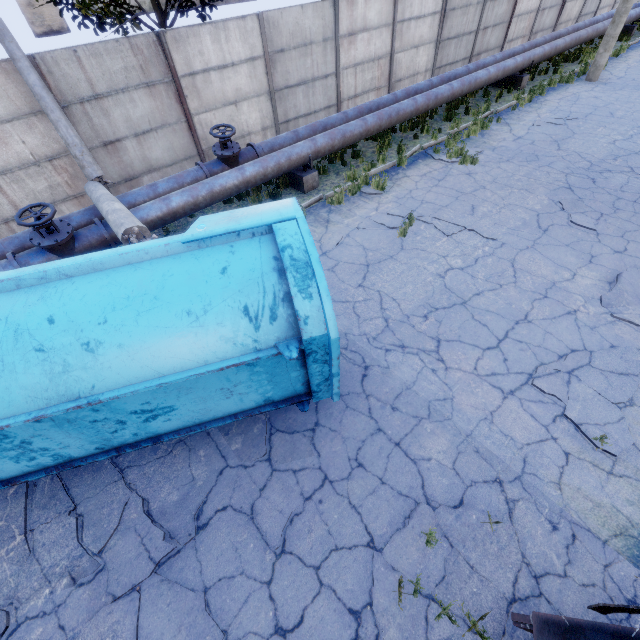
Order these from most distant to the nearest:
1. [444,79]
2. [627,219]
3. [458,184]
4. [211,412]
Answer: [444,79]
[458,184]
[627,219]
[211,412]

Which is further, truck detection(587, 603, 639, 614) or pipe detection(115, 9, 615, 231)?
pipe detection(115, 9, 615, 231)

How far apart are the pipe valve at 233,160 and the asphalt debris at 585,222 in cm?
801

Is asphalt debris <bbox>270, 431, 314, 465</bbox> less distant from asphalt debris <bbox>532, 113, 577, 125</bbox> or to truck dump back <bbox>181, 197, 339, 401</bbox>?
truck dump back <bbox>181, 197, 339, 401</bbox>

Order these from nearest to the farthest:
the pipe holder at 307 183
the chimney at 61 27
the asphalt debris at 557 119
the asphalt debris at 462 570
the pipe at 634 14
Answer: the asphalt debris at 462 570 < the pipe holder at 307 183 < the asphalt debris at 557 119 < the pipe at 634 14 < the chimney at 61 27

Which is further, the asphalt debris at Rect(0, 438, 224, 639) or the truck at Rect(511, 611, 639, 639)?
the asphalt debris at Rect(0, 438, 224, 639)

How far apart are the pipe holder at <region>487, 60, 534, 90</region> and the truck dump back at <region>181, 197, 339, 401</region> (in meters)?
16.23

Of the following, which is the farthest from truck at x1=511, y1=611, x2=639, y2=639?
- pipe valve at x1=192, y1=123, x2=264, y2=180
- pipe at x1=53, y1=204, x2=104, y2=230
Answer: pipe valve at x1=192, y1=123, x2=264, y2=180
